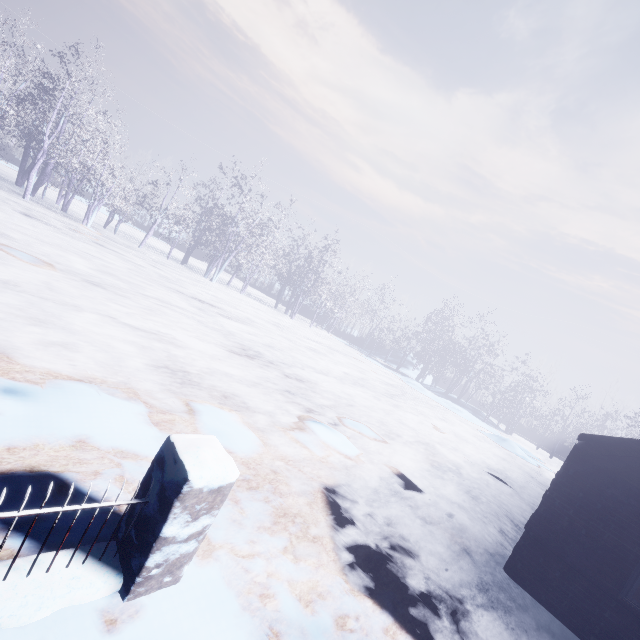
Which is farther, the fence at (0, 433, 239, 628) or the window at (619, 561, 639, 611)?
the window at (619, 561, 639, 611)

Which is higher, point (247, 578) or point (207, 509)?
point (207, 509)

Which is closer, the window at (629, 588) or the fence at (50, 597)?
the fence at (50, 597)
